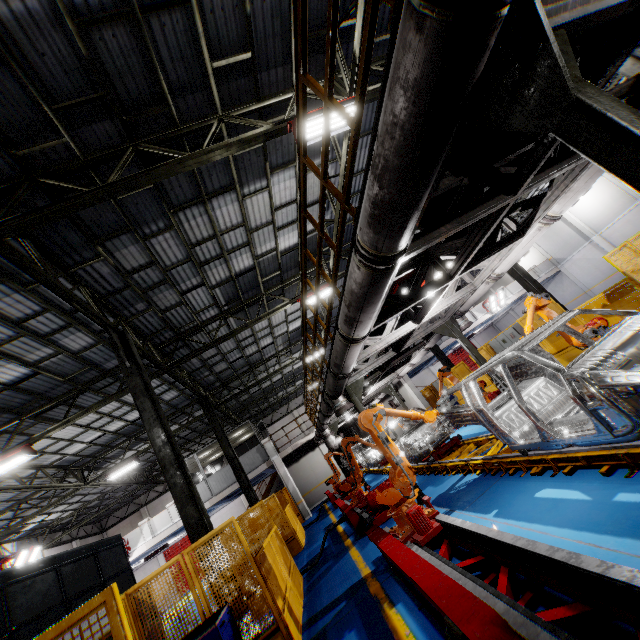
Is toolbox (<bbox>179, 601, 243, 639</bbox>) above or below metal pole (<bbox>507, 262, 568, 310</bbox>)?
below

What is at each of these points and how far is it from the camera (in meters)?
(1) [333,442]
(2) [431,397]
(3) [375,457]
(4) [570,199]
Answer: (1) vent pipe, 14.86
(2) metal panel, 22.98
(3) chassis, 17.97
(4) vent pipe, 5.67

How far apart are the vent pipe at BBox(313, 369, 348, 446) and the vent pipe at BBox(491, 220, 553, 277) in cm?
314

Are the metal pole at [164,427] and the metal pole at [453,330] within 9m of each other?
yes

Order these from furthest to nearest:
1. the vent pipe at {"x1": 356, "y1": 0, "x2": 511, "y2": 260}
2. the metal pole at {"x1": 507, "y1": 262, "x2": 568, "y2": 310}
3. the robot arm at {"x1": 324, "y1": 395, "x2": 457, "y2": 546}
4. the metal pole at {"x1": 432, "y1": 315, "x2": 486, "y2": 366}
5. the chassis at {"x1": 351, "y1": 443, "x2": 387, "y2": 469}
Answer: the chassis at {"x1": 351, "y1": 443, "x2": 387, "y2": 469} → the metal pole at {"x1": 507, "y1": 262, "x2": 568, "y2": 310} → the metal pole at {"x1": 432, "y1": 315, "x2": 486, "y2": 366} → the robot arm at {"x1": 324, "y1": 395, "x2": 457, "y2": 546} → the vent pipe at {"x1": 356, "y1": 0, "x2": 511, "y2": 260}

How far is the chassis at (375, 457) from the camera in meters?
17.1

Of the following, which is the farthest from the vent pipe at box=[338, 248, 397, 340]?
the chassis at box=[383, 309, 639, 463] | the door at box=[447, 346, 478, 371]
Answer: the door at box=[447, 346, 478, 371]

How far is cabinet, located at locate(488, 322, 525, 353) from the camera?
14.20m
